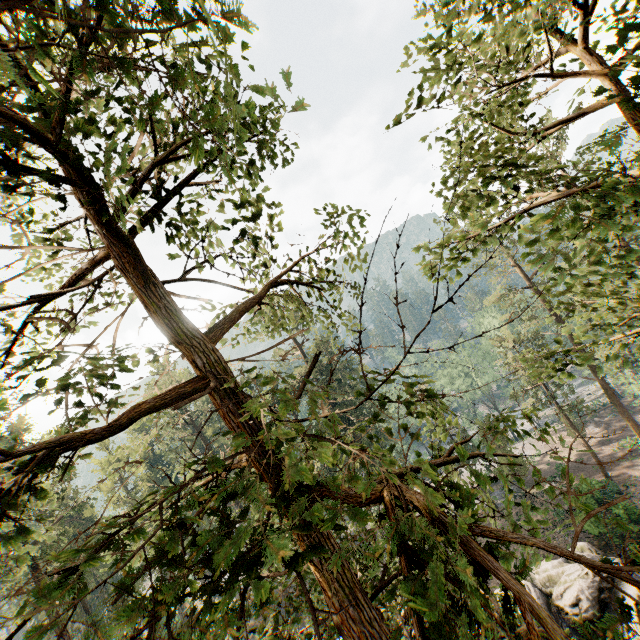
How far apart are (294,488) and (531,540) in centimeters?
303cm

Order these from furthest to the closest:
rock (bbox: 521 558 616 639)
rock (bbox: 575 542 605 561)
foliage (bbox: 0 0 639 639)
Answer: rock (bbox: 575 542 605 561)
rock (bbox: 521 558 616 639)
foliage (bbox: 0 0 639 639)

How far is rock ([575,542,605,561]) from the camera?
21.5 meters

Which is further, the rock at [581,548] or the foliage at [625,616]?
the rock at [581,548]

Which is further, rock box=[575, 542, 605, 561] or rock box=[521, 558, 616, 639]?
rock box=[575, 542, 605, 561]

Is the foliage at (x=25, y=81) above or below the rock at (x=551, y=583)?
above

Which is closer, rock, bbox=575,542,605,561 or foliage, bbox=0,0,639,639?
foliage, bbox=0,0,639,639
